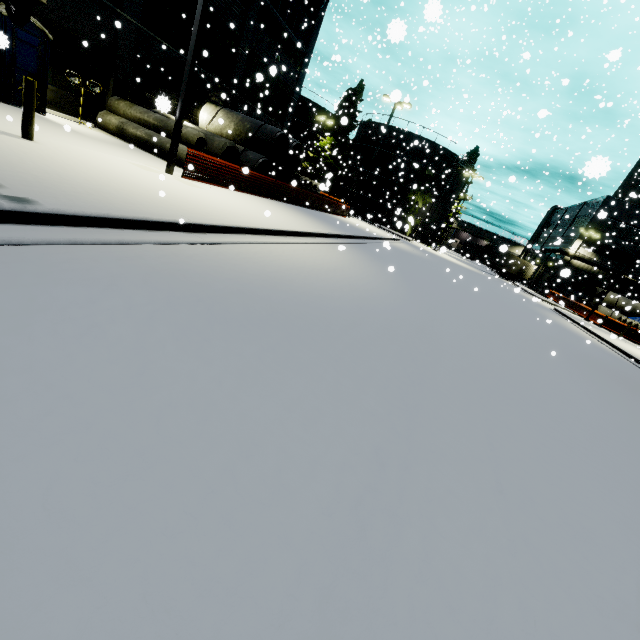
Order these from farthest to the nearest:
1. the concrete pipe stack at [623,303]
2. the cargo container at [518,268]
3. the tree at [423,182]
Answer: the cargo container at [518,268] → the tree at [423,182] → the concrete pipe stack at [623,303]

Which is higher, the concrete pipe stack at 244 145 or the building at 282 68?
the building at 282 68

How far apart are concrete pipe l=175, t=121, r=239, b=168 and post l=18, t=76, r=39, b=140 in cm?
779

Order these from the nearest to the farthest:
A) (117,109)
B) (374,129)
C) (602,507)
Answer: (602,507) < (117,109) < (374,129)

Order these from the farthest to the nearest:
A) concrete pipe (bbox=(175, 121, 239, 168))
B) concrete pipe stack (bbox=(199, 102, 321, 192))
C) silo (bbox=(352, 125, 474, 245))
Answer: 1. silo (bbox=(352, 125, 474, 245))
2. concrete pipe stack (bbox=(199, 102, 321, 192))
3. concrete pipe (bbox=(175, 121, 239, 168))

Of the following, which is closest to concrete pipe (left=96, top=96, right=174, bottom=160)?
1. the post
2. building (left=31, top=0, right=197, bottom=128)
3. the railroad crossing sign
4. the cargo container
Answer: building (left=31, top=0, right=197, bottom=128)

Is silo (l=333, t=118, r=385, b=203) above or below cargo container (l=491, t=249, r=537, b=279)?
above
